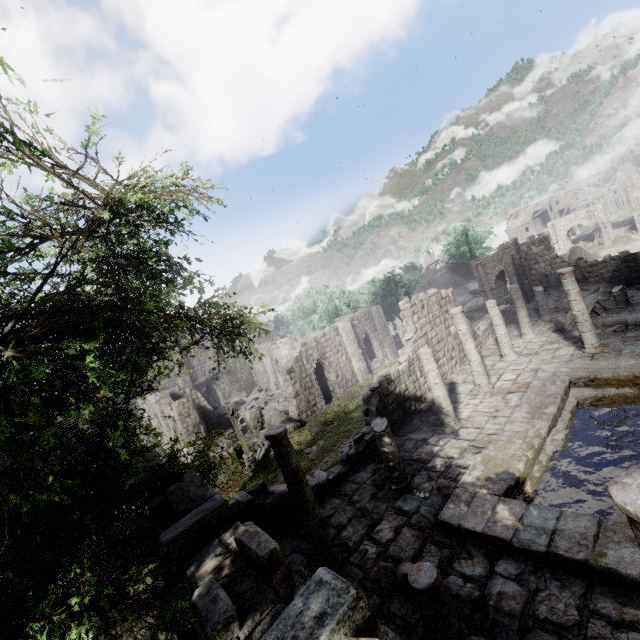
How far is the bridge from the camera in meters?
42.5

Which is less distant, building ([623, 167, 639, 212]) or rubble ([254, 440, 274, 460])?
rubble ([254, 440, 274, 460])

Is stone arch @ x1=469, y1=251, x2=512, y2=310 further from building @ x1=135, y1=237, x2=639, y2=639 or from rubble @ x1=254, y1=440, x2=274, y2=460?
rubble @ x1=254, y1=440, x2=274, y2=460

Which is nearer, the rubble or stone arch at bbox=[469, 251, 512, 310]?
the rubble

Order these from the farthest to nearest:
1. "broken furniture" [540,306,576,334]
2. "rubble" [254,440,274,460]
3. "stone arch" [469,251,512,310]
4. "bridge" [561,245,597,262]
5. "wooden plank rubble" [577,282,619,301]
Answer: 1. "bridge" [561,245,597,262]
2. "stone arch" [469,251,512,310]
3. "rubble" [254,440,274,460]
4. "wooden plank rubble" [577,282,619,301]
5. "broken furniture" [540,306,576,334]

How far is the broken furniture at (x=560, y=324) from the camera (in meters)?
18.25

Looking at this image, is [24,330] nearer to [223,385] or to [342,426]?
[342,426]

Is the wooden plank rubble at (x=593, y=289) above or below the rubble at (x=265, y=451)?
above
